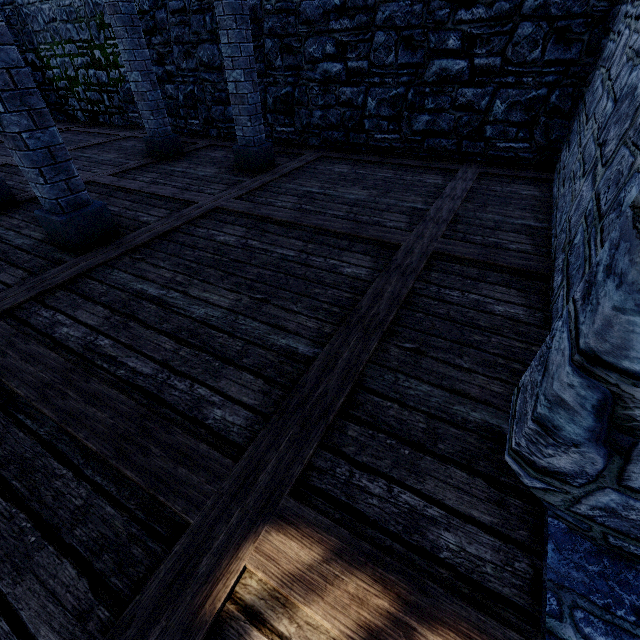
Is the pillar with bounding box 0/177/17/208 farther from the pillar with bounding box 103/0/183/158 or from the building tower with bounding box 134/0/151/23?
the building tower with bounding box 134/0/151/23

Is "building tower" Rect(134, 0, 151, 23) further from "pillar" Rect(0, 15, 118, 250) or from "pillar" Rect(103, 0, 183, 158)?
"pillar" Rect(0, 15, 118, 250)

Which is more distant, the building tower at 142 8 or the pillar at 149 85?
the building tower at 142 8

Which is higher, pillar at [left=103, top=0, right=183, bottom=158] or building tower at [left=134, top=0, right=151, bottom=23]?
building tower at [left=134, top=0, right=151, bottom=23]

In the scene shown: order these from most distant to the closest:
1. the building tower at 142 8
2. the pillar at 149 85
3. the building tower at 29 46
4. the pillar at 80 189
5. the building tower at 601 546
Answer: the building tower at 29 46, the building tower at 142 8, the pillar at 149 85, the pillar at 80 189, the building tower at 601 546

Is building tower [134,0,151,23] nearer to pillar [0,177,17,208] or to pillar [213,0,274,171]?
pillar [213,0,274,171]

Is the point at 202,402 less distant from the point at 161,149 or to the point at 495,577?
the point at 495,577
